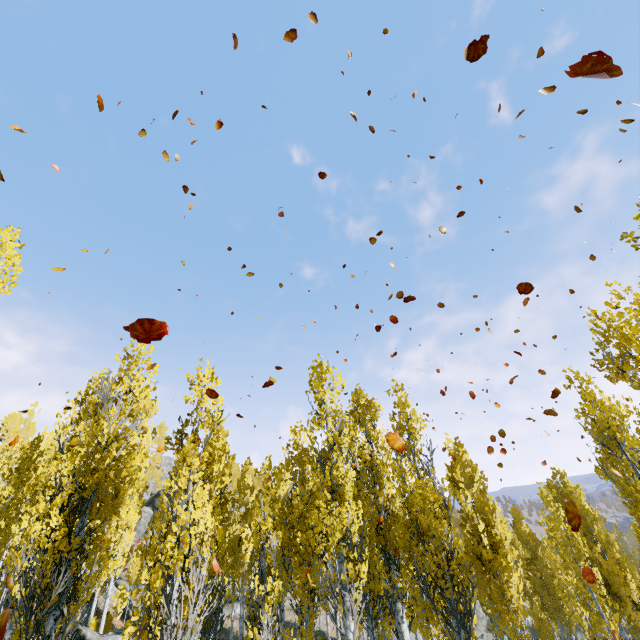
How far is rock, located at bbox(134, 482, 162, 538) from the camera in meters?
42.8 m

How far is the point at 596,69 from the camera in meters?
1.9 m

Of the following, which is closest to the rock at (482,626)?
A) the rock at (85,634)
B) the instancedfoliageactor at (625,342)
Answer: the instancedfoliageactor at (625,342)

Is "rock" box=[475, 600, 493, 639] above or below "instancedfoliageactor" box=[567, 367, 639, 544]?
below

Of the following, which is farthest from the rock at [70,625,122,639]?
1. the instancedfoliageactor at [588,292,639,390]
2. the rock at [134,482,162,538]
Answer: the rock at [134,482,162,538]

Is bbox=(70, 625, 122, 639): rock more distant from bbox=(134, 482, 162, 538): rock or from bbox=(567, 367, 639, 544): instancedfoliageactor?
bbox=(134, 482, 162, 538): rock

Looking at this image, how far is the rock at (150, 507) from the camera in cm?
4284
